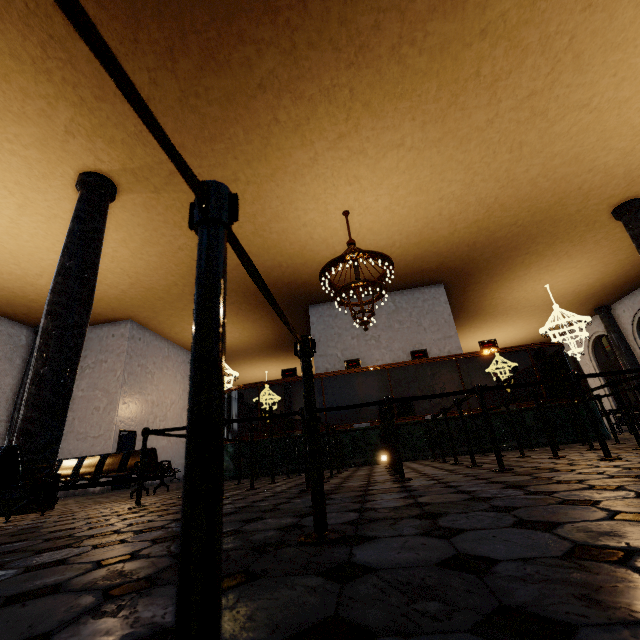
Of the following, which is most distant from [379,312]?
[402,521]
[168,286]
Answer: [402,521]
